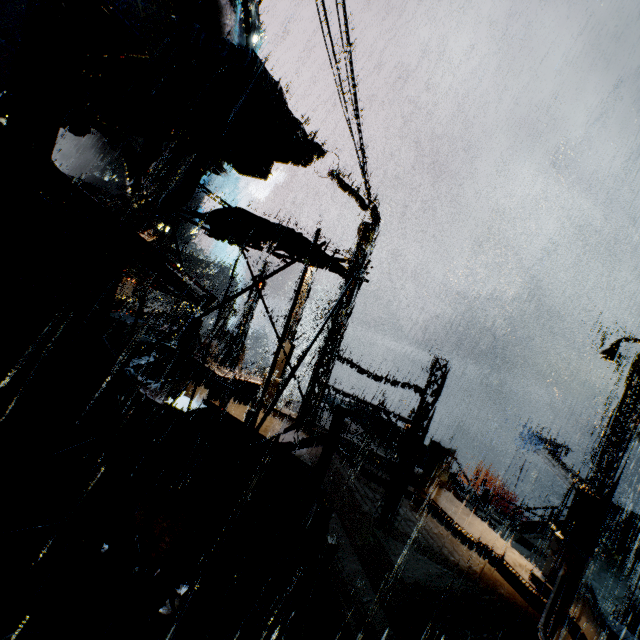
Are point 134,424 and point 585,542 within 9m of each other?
no

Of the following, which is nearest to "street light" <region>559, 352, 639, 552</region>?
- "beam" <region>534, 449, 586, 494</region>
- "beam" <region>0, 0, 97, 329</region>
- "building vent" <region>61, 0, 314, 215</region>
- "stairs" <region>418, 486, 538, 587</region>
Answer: "stairs" <region>418, 486, 538, 587</region>

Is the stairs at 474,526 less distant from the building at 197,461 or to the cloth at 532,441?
the building at 197,461

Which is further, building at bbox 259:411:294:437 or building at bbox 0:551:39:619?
building at bbox 259:411:294:437

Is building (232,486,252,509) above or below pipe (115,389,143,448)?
below

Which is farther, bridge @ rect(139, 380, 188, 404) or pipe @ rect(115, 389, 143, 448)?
bridge @ rect(139, 380, 188, 404)

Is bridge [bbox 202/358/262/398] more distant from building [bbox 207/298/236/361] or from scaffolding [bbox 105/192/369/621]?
scaffolding [bbox 105/192/369/621]

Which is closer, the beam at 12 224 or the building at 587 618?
the beam at 12 224
